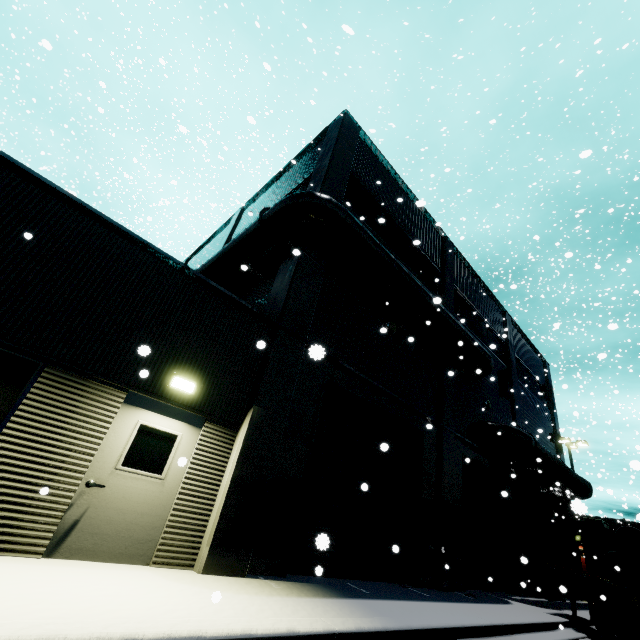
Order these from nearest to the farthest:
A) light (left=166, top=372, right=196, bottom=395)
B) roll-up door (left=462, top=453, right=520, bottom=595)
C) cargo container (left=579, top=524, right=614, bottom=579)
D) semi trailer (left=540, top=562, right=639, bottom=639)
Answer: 1. light (left=166, top=372, right=196, bottom=395)
2. semi trailer (left=540, top=562, right=639, bottom=639)
3. roll-up door (left=462, top=453, right=520, bottom=595)
4. cargo container (left=579, top=524, right=614, bottom=579)

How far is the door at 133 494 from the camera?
4.68m

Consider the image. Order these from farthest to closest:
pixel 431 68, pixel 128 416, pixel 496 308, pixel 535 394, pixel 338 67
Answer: pixel 338 67 → pixel 535 394 → pixel 496 308 → pixel 431 68 → pixel 128 416

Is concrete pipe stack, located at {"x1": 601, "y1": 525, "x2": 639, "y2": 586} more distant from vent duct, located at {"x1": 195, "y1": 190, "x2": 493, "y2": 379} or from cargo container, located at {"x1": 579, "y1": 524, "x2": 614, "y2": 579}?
vent duct, located at {"x1": 195, "y1": 190, "x2": 493, "y2": 379}

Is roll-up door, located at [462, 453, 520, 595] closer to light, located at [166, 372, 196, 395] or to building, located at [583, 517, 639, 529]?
building, located at [583, 517, 639, 529]

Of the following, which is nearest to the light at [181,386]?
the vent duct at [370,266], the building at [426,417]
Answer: the building at [426,417]

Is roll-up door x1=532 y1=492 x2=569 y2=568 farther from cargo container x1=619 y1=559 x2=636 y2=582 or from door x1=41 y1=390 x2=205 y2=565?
door x1=41 y1=390 x2=205 y2=565

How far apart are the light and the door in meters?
0.2 m
